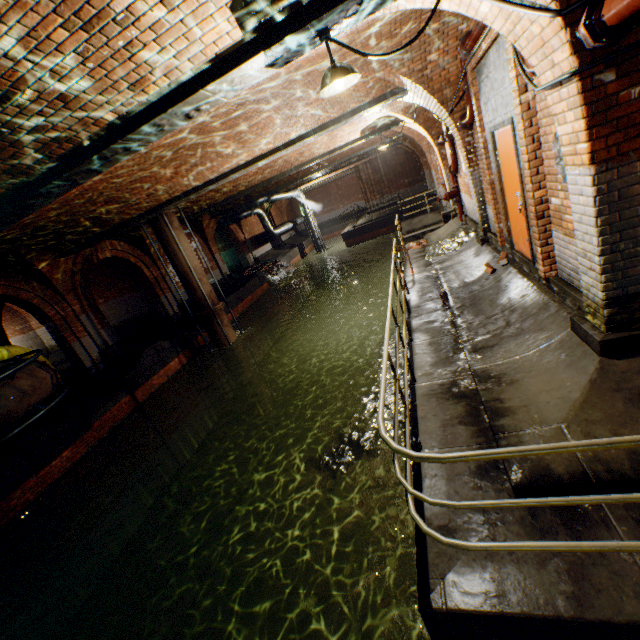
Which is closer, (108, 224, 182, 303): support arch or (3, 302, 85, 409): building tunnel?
(3, 302, 85, 409): building tunnel

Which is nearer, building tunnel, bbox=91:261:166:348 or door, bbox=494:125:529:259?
door, bbox=494:125:529:259

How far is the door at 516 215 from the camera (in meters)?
4.94

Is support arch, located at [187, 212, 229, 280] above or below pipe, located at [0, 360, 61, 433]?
above

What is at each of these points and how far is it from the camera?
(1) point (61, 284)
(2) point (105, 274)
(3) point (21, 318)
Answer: (1) support arch, 11.59m
(2) building tunnel, 16.97m
(3) building tunnel, 20.06m

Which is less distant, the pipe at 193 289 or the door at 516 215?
the door at 516 215

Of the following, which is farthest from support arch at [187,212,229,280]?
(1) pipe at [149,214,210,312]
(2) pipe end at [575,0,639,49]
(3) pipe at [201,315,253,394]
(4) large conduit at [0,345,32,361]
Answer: (4) large conduit at [0,345,32,361]

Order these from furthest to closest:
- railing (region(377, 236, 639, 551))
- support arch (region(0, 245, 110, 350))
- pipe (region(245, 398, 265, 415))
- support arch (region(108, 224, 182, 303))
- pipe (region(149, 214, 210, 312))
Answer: pipe (region(245, 398, 265, 415)) < support arch (region(108, 224, 182, 303)) < pipe (region(149, 214, 210, 312)) < support arch (region(0, 245, 110, 350)) < railing (region(377, 236, 639, 551))
